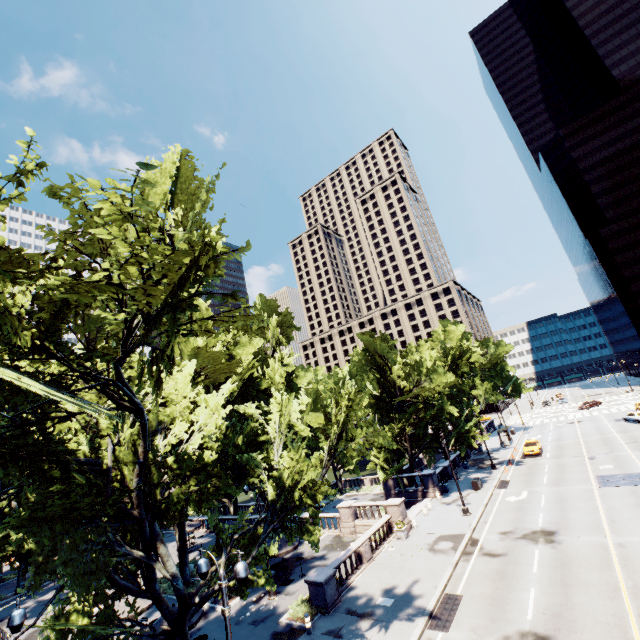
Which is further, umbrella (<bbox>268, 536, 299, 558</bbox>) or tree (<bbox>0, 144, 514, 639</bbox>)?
umbrella (<bbox>268, 536, 299, 558</bbox>)

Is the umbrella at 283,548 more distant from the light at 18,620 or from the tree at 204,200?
the light at 18,620

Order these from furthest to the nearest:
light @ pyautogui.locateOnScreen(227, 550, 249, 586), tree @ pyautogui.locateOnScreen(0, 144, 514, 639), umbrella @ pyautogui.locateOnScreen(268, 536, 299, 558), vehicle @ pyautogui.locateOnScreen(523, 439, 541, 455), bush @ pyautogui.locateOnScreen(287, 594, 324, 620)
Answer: vehicle @ pyautogui.locateOnScreen(523, 439, 541, 455) < umbrella @ pyautogui.locateOnScreen(268, 536, 299, 558) < bush @ pyautogui.locateOnScreen(287, 594, 324, 620) < light @ pyautogui.locateOnScreen(227, 550, 249, 586) < tree @ pyautogui.locateOnScreen(0, 144, 514, 639)

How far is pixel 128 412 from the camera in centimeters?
1272cm

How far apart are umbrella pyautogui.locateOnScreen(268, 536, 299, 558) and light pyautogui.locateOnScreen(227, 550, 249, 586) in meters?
14.9

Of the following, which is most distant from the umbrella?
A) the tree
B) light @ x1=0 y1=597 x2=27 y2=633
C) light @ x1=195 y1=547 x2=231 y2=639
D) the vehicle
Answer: the vehicle

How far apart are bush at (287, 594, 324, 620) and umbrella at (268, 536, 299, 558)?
2.7 meters

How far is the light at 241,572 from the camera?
8.84m
